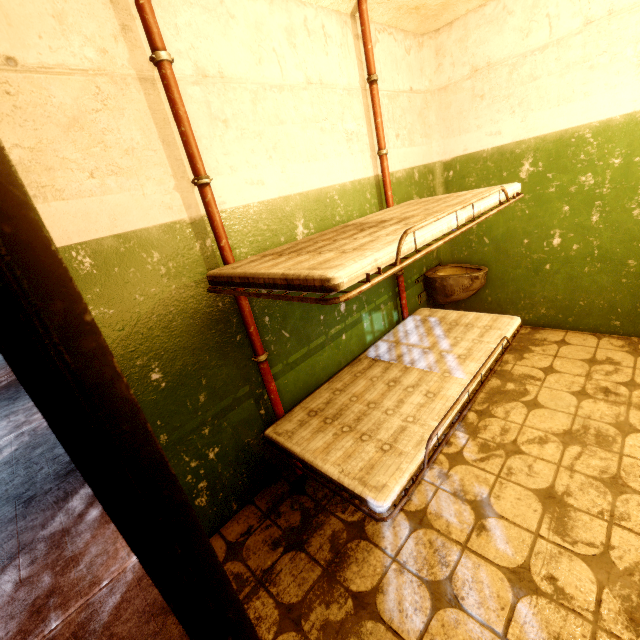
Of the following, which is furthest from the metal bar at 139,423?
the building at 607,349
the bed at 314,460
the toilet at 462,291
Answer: the toilet at 462,291

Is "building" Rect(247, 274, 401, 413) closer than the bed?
No

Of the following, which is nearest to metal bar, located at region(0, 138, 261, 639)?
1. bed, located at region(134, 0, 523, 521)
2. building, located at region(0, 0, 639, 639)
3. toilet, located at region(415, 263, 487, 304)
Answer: building, located at region(0, 0, 639, 639)

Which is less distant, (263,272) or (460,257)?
(263,272)

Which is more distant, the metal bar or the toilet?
the toilet

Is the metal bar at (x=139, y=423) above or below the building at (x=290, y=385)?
above

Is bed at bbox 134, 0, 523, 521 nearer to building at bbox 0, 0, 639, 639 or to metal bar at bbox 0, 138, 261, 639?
building at bbox 0, 0, 639, 639

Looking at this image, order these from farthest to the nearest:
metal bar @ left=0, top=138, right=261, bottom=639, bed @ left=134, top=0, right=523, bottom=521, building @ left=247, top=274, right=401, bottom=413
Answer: building @ left=247, top=274, right=401, bottom=413
bed @ left=134, top=0, right=523, bottom=521
metal bar @ left=0, top=138, right=261, bottom=639
